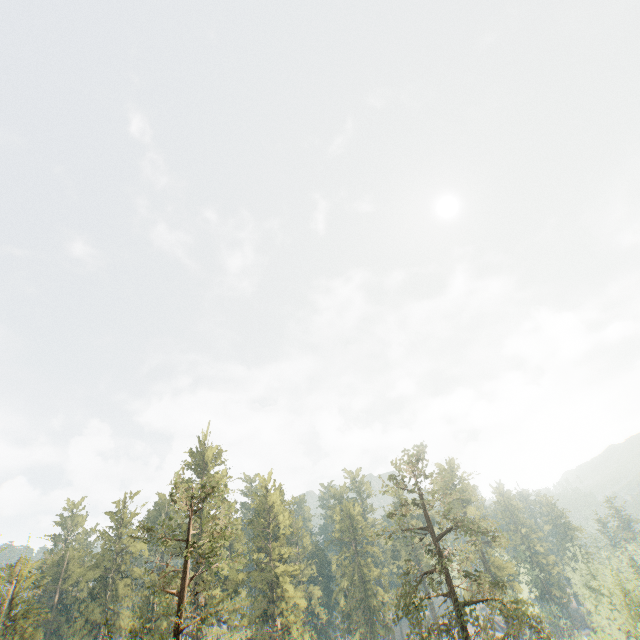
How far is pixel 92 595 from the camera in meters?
50.1

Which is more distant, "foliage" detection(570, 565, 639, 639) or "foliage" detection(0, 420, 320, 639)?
"foliage" detection(570, 565, 639, 639)

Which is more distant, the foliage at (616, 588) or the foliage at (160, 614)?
the foliage at (616, 588)

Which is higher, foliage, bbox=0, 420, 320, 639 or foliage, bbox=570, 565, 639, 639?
foliage, bbox=0, 420, 320, 639
